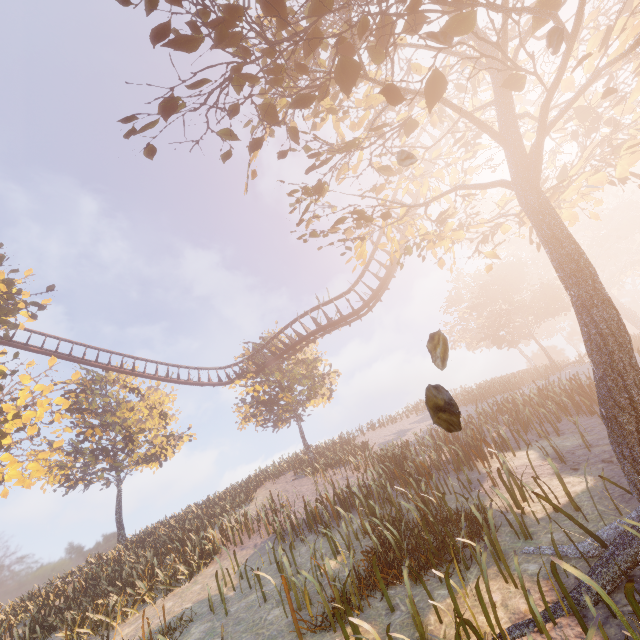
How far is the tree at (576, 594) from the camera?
3.8 meters

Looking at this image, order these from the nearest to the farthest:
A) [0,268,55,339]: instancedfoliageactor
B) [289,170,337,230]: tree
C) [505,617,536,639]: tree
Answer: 1. [505,617,536,639]: tree
2. [289,170,337,230]: tree
3. [0,268,55,339]: instancedfoliageactor

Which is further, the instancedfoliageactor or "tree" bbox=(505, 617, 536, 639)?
the instancedfoliageactor

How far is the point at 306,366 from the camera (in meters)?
26.00

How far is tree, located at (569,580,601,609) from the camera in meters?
3.8 m

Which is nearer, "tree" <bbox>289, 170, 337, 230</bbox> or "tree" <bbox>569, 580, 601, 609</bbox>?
"tree" <bbox>569, 580, 601, 609</bbox>
